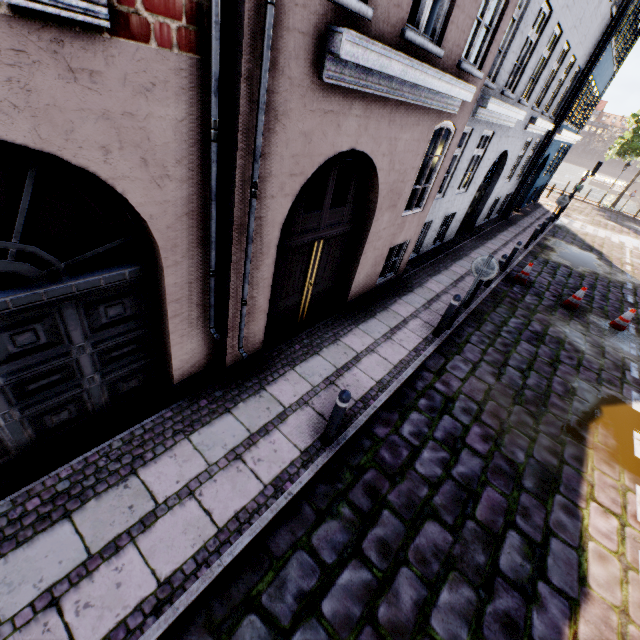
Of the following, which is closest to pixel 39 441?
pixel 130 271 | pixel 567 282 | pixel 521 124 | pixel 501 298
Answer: pixel 130 271

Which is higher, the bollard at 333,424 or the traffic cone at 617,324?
the bollard at 333,424

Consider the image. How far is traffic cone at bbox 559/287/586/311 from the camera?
10.13m

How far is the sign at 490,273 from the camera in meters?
6.5 m

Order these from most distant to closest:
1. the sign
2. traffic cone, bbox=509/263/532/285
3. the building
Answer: traffic cone, bbox=509/263/532/285 → the sign → the building

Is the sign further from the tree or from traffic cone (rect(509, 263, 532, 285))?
the tree

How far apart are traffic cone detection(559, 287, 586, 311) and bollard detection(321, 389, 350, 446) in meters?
9.9

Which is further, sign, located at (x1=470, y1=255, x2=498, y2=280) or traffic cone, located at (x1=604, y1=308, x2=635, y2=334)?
traffic cone, located at (x1=604, y1=308, x2=635, y2=334)
